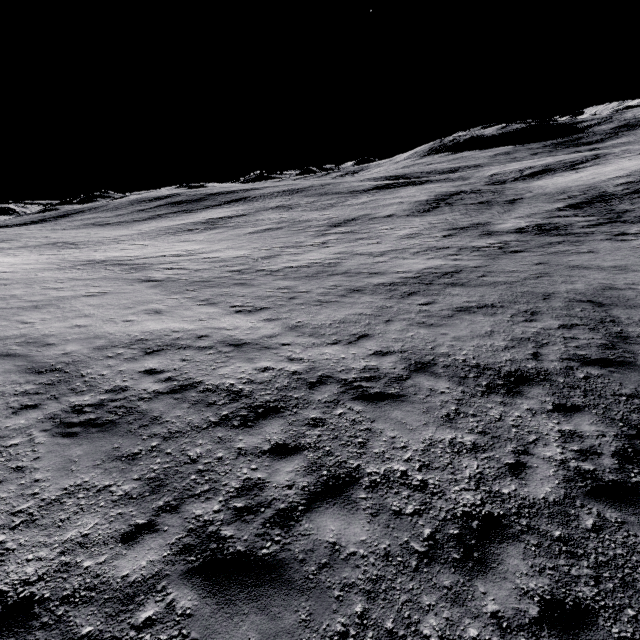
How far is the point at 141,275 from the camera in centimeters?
1664cm
